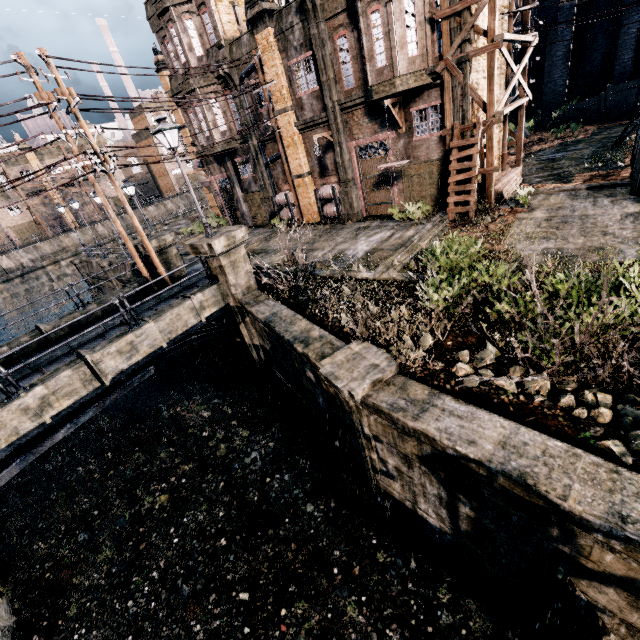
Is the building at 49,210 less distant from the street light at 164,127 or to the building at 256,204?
the building at 256,204

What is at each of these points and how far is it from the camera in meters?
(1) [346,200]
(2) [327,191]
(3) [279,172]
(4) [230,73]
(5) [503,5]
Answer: (1) column, 20.8 m
(2) wooden barrel stack, 20.9 m
(3) building, 24.1 m
(4) column, 21.1 m
(5) building, 16.8 m

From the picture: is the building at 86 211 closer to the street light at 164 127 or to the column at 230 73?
the column at 230 73

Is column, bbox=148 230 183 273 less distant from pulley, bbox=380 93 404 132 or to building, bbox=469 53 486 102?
building, bbox=469 53 486 102

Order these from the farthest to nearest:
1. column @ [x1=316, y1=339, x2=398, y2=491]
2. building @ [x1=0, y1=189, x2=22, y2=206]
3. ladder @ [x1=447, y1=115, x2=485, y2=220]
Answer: building @ [x1=0, y1=189, x2=22, y2=206]
ladder @ [x1=447, y1=115, x2=485, y2=220]
column @ [x1=316, y1=339, x2=398, y2=491]

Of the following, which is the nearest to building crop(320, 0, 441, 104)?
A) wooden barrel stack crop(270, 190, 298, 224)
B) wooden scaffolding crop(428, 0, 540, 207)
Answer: wooden scaffolding crop(428, 0, 540, 207)

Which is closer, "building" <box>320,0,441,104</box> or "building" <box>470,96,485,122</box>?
"building" <box>320,0,441,104</box>

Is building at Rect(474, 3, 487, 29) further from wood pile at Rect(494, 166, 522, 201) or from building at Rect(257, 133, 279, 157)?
wood pile at Rect(494, 166, 522, 201)
